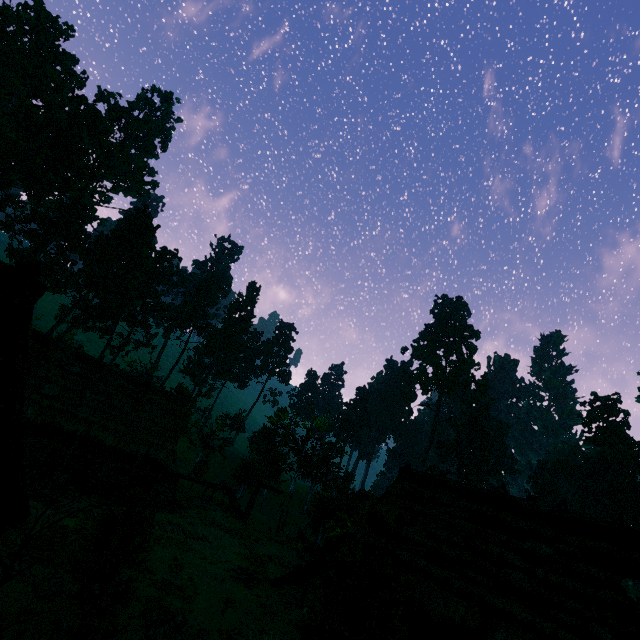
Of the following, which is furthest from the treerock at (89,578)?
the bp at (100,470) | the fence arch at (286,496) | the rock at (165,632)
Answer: the bp at (100,470)

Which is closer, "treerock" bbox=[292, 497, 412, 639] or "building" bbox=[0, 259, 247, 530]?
"building" bbox=[0, 259, 247, 530]

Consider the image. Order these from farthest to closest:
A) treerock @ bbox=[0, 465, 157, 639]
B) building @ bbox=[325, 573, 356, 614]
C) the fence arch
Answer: the fence arch, building @ bbox=[325, 573, 356, 614], treerock @ bbox=[0, 465, 157, 639]

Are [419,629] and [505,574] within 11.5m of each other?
yes

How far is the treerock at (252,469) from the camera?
28.44m

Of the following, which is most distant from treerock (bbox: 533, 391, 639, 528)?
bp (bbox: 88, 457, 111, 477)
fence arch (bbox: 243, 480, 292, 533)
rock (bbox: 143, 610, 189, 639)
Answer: bp (bbox: 88, 457, 111, 477)

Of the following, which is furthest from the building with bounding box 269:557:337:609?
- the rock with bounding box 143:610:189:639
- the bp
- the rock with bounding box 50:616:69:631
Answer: the rock with bounding box 50:616:69:631

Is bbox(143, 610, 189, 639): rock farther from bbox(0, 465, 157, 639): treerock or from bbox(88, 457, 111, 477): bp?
bbox(88, 457, 111, 477): bp
